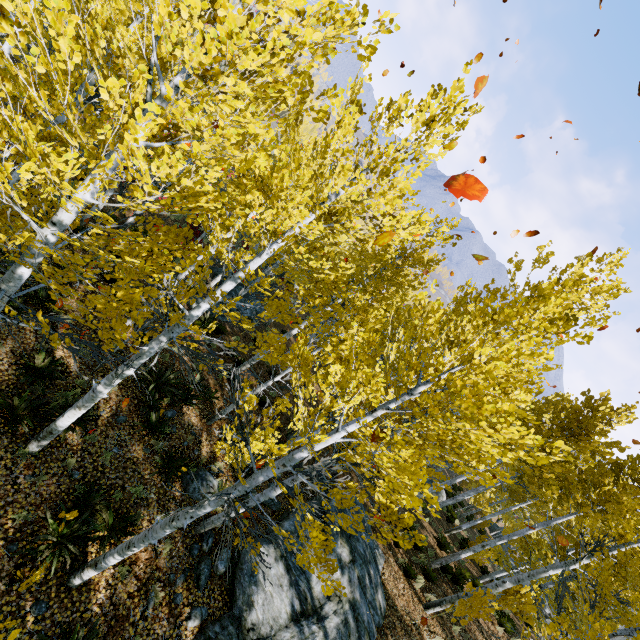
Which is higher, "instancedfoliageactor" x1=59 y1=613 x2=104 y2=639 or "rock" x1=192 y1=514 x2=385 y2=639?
"rock" x1=192 y1=514 x2=385 y2=639

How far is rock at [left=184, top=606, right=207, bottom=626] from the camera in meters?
6.4 m

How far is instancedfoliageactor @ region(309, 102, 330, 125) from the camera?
2.64m

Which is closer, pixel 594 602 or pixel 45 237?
pixel 45 237

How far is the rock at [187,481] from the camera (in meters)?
8.34

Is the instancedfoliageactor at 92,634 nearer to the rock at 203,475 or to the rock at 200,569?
the rock at 200,569

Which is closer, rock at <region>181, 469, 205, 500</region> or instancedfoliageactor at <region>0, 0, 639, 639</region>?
instancedfoliageactor at <region>0, 0, 639, 639</region>

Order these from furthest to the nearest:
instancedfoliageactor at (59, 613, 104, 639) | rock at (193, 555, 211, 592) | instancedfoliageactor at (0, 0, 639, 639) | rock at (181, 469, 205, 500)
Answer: rock at (181, 469, 205, 500), rock at (193, 555, 211, 592), instancedfoliageactor at (59, 613, 104, 639), instancedfoliageactor at (0, 0, 639, 639)
